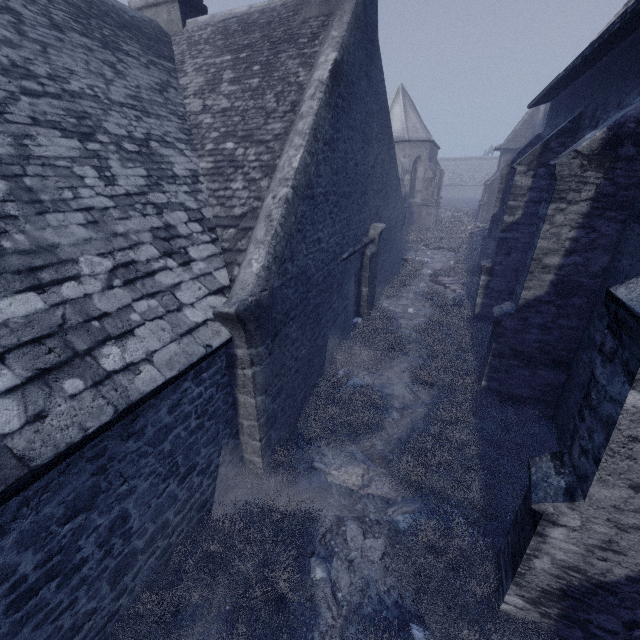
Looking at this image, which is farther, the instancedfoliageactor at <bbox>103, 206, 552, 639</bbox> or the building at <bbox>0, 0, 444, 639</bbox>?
the instancedfoliageactor at <bbox>103, 206, 552, 639</bbox>

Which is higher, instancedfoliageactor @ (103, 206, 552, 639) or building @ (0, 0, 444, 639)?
building @ (0, 0, 444, 639)

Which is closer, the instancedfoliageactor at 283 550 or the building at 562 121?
the building at 562 121

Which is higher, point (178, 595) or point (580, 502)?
point (580, 502)

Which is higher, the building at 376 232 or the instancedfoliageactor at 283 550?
the building at 376 232
